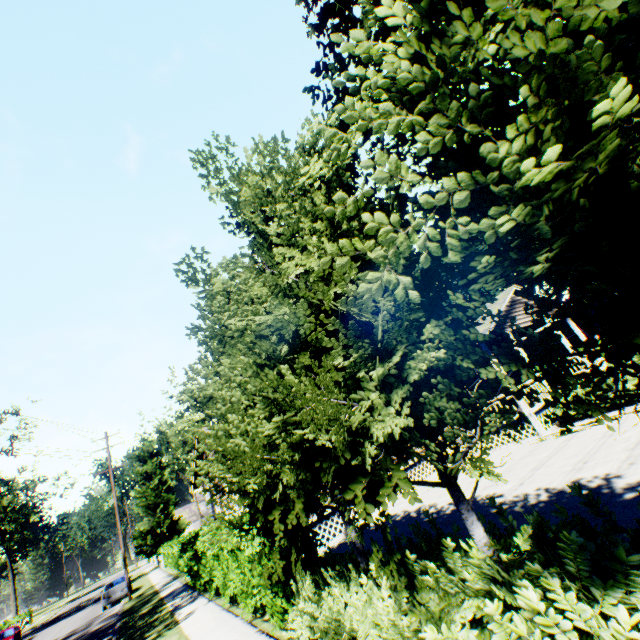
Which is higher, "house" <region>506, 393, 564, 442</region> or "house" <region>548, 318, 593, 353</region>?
"house" <region>548, 318, 593, 353</region>

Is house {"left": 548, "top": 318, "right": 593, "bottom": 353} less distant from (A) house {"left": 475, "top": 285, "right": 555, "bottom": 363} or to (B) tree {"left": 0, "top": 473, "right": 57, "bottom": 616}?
(A) house {"left": 475, "top": 285, "right": 555, "bottom": 363}

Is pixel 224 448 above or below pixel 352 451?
above

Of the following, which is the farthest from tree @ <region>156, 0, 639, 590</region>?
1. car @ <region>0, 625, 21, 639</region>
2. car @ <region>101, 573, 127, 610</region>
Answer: car @ <region>0, 625, 21, 639</region>

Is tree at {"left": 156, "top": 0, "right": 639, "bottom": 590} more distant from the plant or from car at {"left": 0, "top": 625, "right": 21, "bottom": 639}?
car at {"left": 0, "top": 625, "right": 21, "bottom": 639}

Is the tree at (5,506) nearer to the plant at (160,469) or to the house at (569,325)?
the plant at (160,469)

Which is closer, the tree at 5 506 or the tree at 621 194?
the tree at 621 194

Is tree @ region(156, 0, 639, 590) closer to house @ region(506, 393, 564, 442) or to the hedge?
the hedge
